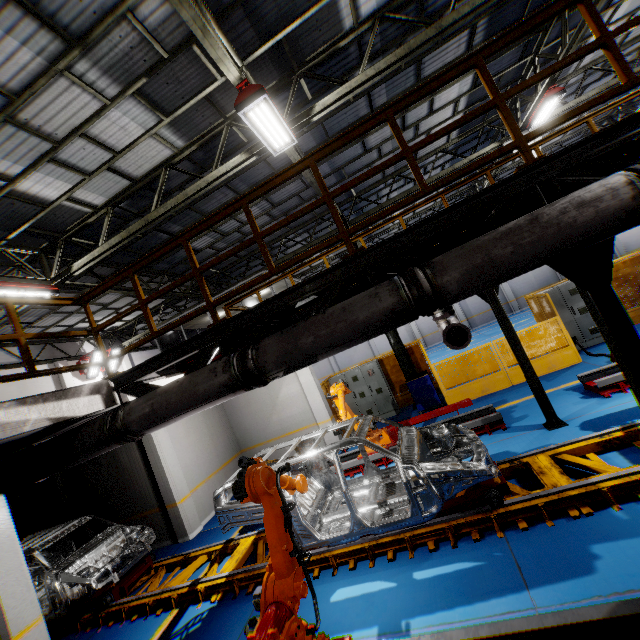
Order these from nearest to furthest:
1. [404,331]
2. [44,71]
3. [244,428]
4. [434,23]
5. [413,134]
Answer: [44,71] < [434,23] < [413,134] < [244,428] < [404,331]

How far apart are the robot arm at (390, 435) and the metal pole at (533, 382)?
2.97m

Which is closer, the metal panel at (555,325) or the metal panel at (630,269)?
the metal panel at (555,325)

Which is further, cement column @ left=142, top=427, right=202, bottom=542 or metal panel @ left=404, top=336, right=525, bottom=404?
metal panel @ left=404, top=336, right=525, bottom=404

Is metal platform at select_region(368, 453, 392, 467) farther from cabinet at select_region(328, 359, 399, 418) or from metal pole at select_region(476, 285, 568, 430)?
cabinet at select_region(328, 359, 399, 418)

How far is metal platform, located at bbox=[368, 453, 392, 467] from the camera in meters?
8.2

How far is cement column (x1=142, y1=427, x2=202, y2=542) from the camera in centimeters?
897cm

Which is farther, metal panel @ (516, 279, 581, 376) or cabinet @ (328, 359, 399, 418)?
cabinet @ (328, 359, 399, 418)
